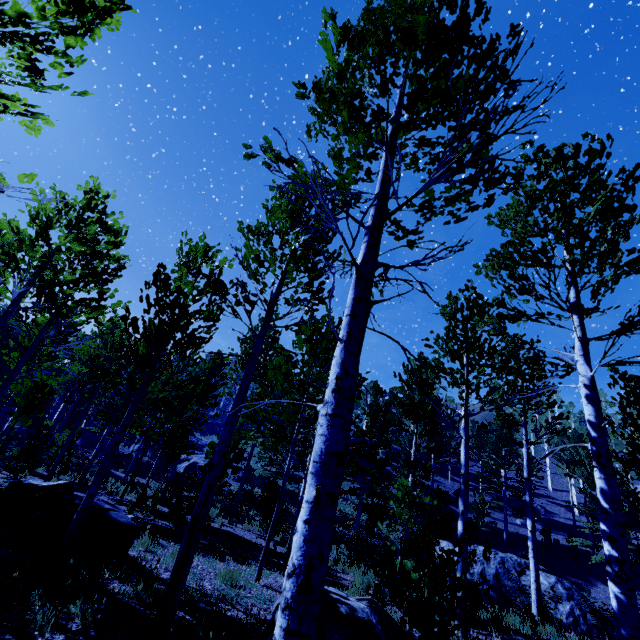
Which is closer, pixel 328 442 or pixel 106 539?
pixel 328 442

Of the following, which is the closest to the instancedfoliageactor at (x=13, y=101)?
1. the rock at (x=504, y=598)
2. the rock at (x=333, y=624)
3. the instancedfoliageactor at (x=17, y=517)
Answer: the rock at (x=333, y=624)

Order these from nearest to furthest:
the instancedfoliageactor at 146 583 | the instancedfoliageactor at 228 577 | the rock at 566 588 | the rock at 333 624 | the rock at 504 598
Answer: the rock at 333 624, the instancedfoliageactor at 146 583, the instancedfoliageactor at 228 577, the rock at 566 588, the rock at 504 598

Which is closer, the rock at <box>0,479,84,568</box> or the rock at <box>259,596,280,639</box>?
the rock at <box>259,596,280,639</box>

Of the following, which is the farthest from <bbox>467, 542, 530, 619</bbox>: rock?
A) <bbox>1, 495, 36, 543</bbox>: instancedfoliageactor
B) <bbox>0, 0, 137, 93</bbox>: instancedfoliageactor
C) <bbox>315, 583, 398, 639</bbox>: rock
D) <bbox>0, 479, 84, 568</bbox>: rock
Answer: <bbox>1, 495, 36, 543</bbox>: instancedfoliageactor

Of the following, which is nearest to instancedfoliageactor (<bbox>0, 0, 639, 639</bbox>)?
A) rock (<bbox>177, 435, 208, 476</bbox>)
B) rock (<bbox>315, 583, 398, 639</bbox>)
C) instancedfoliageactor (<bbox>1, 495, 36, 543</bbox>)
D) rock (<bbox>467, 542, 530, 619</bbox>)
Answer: rock (<bbox>177, 435, 208, 476</bbox>)

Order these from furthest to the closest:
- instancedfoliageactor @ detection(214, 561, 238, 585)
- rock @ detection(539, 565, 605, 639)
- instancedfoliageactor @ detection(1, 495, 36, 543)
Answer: rock @ detection(539, 565, 605, 639)
instancedfoliageactor @ detection(214, 561, 238, 585)
instancedfoliageactor @ detection(1, 495, 36, 543)

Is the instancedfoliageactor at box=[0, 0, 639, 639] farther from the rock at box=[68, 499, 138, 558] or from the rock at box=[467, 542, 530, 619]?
the rock at box=[467, 542, 530, 619]
